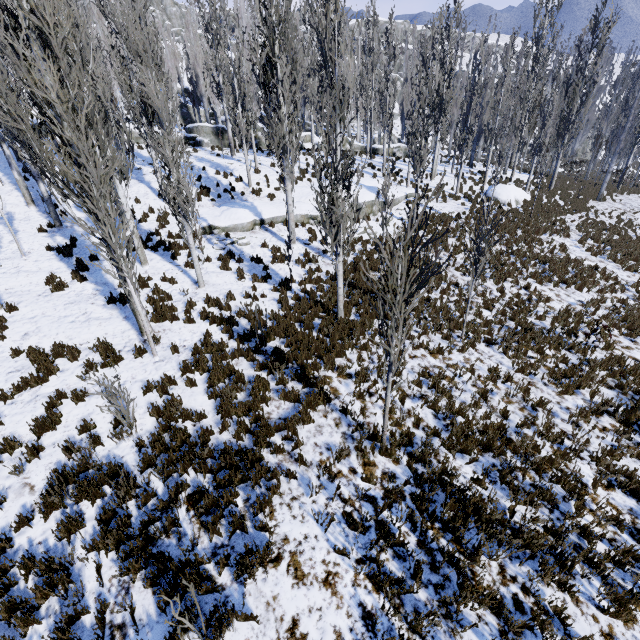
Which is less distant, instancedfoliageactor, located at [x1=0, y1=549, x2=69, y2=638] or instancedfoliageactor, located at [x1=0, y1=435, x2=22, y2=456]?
instancedfoliageactor, located at [x1=0, y1=549, x2=69, y2=638]

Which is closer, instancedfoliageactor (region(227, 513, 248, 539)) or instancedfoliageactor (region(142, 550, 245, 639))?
instancedfoliageactor (region(142, 550, 245, 639))

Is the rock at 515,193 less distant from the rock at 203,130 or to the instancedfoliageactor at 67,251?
the instancedfoliageactor at 67,251

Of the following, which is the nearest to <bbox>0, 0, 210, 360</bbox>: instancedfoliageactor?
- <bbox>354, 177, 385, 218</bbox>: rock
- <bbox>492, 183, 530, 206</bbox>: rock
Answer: <bbox>354, 177, 385, 218</bbox>: rock

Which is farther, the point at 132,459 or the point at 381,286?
the point at 132,459

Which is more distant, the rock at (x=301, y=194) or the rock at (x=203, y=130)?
the rock at (x=203, y=130)

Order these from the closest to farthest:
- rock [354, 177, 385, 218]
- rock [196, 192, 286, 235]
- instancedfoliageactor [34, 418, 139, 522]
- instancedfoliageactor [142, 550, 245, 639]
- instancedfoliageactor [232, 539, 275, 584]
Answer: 1. instancedfoliageactor [142, 550, 245, 639]
2. instancedfoliageactor [232, 539, 275, 584]
3. instancedfoliageactor [34, 418, 139, 522]
4. rock [196, 192, 286, 235]
5. rock [354, 177, 385, 218]
